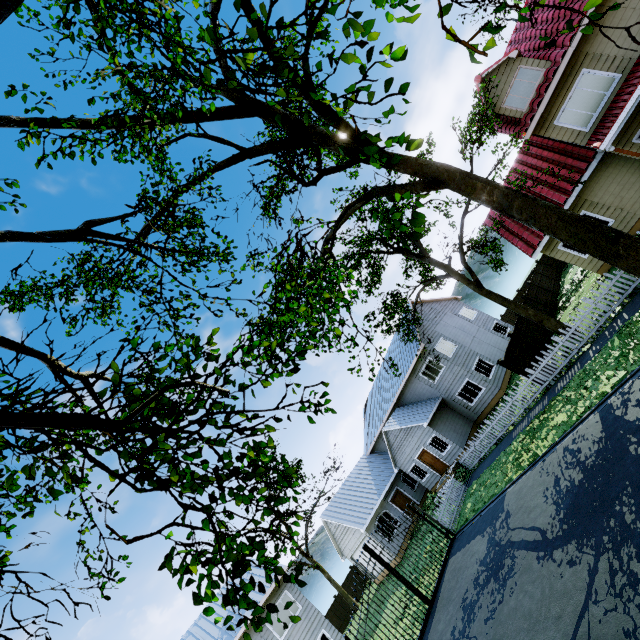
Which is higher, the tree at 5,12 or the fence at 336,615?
the tree at 5,12

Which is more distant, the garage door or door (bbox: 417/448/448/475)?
the garage door

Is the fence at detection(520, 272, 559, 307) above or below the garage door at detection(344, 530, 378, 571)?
below

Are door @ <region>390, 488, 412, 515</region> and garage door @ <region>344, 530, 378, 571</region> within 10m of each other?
yes

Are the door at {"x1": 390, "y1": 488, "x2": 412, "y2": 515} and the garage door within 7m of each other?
yes

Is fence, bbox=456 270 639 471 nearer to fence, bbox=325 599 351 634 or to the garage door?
the garage door

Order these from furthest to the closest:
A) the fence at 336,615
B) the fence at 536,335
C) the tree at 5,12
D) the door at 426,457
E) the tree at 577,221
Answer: the fence at 336,615 → the door at 426,457 → the fence at 536,335 → the tree at 577,221 → the tree at 5,12

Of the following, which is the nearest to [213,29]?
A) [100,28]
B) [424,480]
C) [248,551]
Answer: [100,28]
